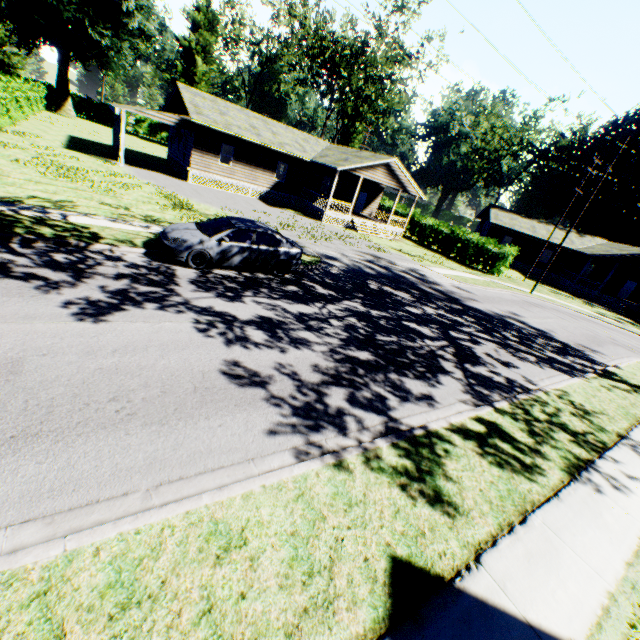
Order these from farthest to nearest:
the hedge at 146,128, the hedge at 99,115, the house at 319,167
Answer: the hedge at 146,128
the hedge at 99,115
the house at 319,167

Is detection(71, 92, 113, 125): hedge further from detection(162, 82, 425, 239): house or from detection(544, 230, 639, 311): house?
detection(544, 230, 639, 311): house

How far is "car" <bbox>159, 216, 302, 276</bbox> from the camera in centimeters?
1005cm

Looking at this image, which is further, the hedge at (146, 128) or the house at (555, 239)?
the hedge at (146, 128)

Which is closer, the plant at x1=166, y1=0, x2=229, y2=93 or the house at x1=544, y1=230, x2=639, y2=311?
the house at x1=544, y1=230, x2=639, y2=311

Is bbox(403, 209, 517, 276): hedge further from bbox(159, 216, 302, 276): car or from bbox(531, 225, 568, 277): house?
bbox(159, 216, 302, 276): car

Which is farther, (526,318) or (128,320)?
Answer: (526,318)

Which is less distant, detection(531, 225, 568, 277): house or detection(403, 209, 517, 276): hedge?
detection(403, 209, 517, 276): hedge
